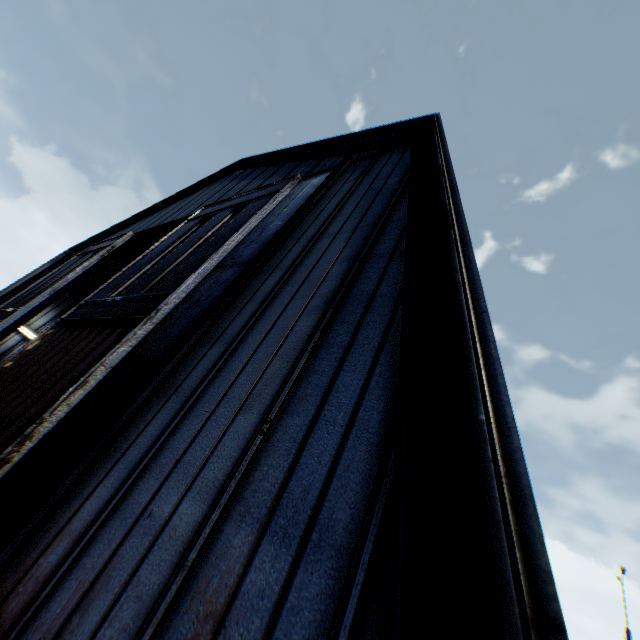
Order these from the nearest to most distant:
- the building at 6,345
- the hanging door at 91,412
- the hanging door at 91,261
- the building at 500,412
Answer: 1. the building at 500,412
2. the hanging door at 91,412
3. the hanging door at 91,261
4. the building at 6,345

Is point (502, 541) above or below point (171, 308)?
below

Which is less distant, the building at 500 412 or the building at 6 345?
the building at 500 412

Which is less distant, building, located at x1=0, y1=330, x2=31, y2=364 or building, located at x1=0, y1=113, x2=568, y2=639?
building, located at x1=0, y1=113, x2=568, y2=639

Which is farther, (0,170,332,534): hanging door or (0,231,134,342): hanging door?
(0,231,134,342): hanging door

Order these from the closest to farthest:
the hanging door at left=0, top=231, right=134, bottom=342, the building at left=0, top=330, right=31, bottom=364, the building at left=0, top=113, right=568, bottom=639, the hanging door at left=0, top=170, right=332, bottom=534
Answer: the building at left=0, top=113, right=568, bottom=639 < the hanging door at left=0, top=170, right=332, bottom=534 < the hanging door at left=0, top=231, right=134, bottom=342 < the building at left=0, top=330, right=31, bottom=364

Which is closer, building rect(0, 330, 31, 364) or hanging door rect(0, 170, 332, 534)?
hanging door rect(0, 170, 332, 534)
